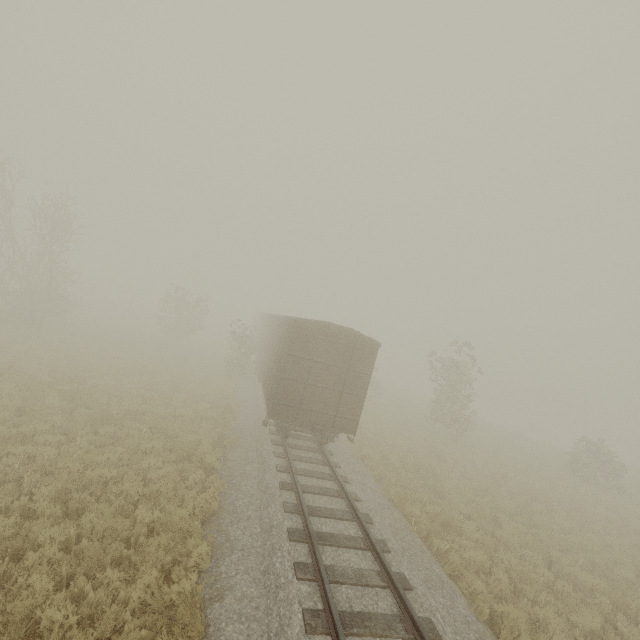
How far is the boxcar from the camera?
11.6m

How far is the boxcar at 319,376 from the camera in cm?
1160

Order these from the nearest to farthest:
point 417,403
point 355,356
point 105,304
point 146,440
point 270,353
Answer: point 146,440 < point 355,356 < point 270,353 < point 417,403 < point 105,304
